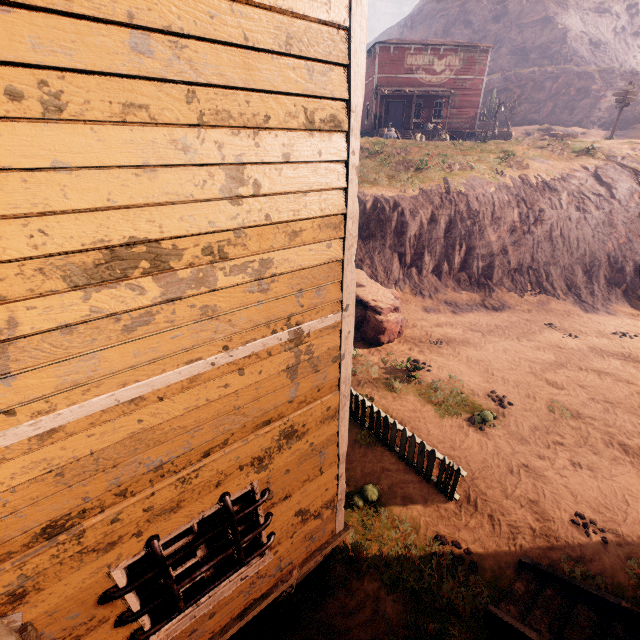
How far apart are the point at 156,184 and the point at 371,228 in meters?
16.0

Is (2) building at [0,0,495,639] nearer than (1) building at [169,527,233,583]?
Yes

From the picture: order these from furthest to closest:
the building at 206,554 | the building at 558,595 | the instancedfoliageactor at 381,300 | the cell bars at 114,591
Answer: the instancedfoliageactor at 381,300, the building at 558,595, the building at 206,554, the cell bars at 114,591

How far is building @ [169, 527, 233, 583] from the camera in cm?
345

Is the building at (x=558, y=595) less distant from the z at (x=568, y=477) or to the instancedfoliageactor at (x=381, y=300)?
the z at (x=568, y=477)

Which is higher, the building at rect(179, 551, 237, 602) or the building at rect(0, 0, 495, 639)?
the building at rect(0, 0, 495, 639)

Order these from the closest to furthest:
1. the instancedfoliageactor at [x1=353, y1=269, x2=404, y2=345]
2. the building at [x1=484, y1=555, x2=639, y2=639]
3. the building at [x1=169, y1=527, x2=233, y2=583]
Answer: the building at [x1=169, y1=527, x2=233, y2=583], the building at [x1=484, y1=555, x2=639, y2=639], the instancedfoliageactor at [x1=353, y1=269, x2=404, y2=345]

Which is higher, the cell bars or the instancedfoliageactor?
the cell bars
